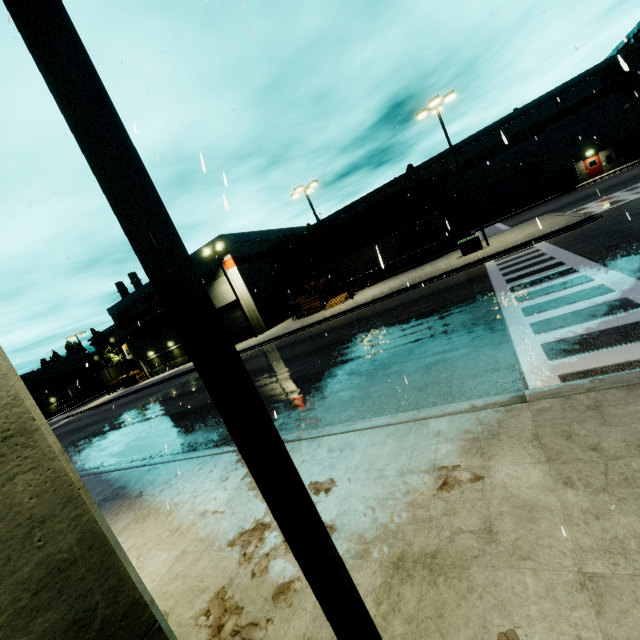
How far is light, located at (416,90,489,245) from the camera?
20.0 meters

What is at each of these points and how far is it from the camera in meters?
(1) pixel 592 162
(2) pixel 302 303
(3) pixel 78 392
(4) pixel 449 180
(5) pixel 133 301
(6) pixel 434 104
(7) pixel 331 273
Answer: (1) door, 36.2 m
(2) pallet, 30.2 m
(3) semi trailer, 57.9 m
(4) building, 42.2 m
(5) building, 40.9 m
(6) light, 20.2 m
(7) semi trailer, 36.2 m

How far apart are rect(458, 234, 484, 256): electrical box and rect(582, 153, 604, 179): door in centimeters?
2597cm

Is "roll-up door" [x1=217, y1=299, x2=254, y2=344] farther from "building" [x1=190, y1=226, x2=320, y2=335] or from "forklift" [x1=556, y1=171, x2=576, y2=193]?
"forklift" [x1=556, y1=171, x2=576, y2=193]

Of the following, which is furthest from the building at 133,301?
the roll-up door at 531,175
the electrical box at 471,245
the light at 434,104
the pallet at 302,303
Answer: the light at 434,104

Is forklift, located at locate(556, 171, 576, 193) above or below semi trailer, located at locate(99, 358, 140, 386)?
below

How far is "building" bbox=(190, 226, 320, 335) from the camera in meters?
33.4

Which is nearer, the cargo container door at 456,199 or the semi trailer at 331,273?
the cargo container door at 456,199
